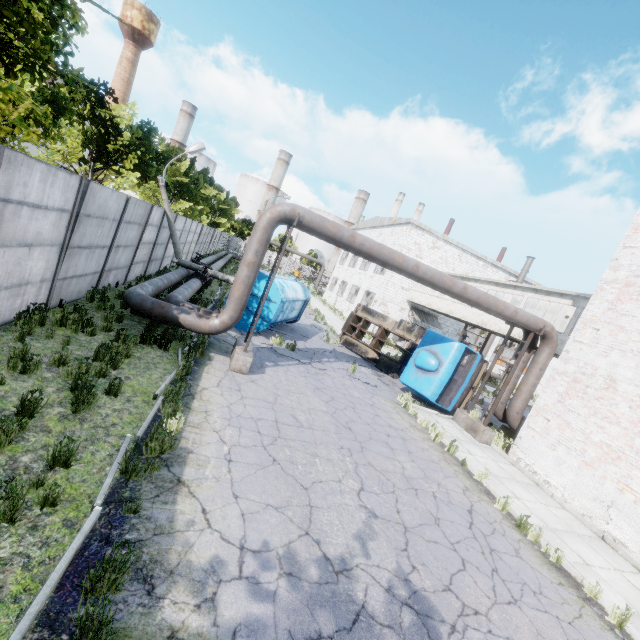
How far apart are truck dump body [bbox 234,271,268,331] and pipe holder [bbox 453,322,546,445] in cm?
902

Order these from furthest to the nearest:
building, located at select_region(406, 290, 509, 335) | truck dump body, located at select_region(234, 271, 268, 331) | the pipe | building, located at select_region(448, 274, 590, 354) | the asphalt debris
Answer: building, located at select_region(406, 290, 509, 335) → building, located at select_region(448, 274, 590, 354) → truck dump body, located at select_region(234, 271, 268, 331) → the asphalt debris → the pipe

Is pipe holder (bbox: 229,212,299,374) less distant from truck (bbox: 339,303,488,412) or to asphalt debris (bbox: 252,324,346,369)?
asphalt debris (bbox: 252,324,346,369)

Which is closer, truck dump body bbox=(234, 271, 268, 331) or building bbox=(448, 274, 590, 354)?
truck dump body bbox=(234, 271, 268, 331)

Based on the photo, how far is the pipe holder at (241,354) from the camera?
9.6 meters

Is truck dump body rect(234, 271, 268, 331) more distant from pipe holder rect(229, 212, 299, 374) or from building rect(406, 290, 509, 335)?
building rect(406, 290, 509, 335)

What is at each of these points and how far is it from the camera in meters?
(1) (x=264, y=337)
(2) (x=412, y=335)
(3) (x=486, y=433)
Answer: (1) asphalt debris, 14.7 m
(2) truck, 17.5 m
(3) pipe holder, 12.6 m

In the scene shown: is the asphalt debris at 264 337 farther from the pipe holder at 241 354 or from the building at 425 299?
the building at 425 299
